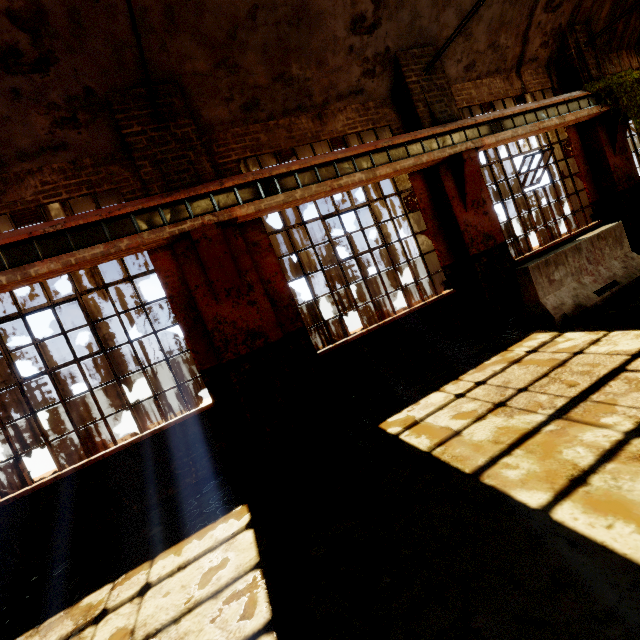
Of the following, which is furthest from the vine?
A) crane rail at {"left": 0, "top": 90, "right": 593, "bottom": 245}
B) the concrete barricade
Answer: the concrete barricade

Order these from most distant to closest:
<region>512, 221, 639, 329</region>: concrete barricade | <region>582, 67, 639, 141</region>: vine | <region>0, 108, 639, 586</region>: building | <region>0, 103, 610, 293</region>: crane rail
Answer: <region>582, 67, 639, 141</region>: vine → <region>512, 221, 639, 329</region>: concrete barricade → <region>0, 108, 639, 586</region>: building → <region>0, 103, 610, 293</region>: crane rail

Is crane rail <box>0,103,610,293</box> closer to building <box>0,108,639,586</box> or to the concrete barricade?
building <box>0,108,639,586</box>

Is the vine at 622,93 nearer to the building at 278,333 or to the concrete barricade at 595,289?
the building at 278,333

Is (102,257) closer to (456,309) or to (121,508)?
(121,508)

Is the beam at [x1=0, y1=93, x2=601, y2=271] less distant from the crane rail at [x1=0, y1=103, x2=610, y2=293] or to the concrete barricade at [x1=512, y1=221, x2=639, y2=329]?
the crane rail at [x1=0, y1=103, x2=610, y2=293]

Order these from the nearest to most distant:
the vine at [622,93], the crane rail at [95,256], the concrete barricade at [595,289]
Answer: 1. the crane rail at [95,256]
2. the concrete barricade at [595,289]
3. the vine at [622,93]

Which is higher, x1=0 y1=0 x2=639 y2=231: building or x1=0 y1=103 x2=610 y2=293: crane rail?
x1=0 y1=0 x2=639 y2=231: building
